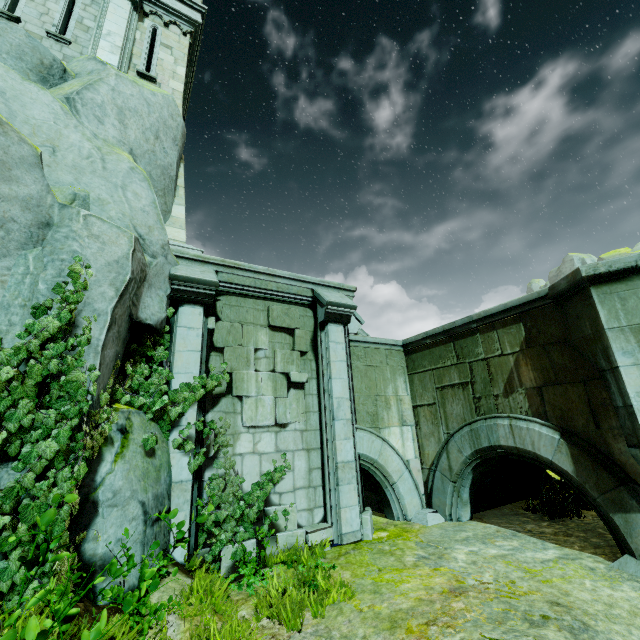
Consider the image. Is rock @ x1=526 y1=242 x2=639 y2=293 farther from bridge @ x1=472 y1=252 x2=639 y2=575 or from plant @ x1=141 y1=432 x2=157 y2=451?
plant @ x1=141 y1=432 x2=157 y2=451

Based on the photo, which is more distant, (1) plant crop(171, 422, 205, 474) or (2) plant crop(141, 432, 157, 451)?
(1) plant crop(171, 422, 205, 474)

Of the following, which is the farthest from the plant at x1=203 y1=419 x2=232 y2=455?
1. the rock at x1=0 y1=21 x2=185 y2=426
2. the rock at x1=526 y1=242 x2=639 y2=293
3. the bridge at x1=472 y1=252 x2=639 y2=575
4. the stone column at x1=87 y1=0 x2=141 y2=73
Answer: the rock at x1=526 y1=242 x2=639 y2=293

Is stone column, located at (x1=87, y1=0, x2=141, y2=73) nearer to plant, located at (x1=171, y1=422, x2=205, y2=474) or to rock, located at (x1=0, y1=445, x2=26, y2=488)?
rock, located at (x1=0, y1=445, x2=26, y2=488)

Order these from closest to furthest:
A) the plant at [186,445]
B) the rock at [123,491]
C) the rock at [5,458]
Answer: the rock at [5,458], the rock at [123,491], the plant at [186,445]

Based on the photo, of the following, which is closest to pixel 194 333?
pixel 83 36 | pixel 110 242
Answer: pixel 110 242

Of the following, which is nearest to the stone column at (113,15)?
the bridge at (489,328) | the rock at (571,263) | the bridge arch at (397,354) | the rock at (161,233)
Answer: the rock at (161,233)

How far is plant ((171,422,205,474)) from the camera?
5.56m
